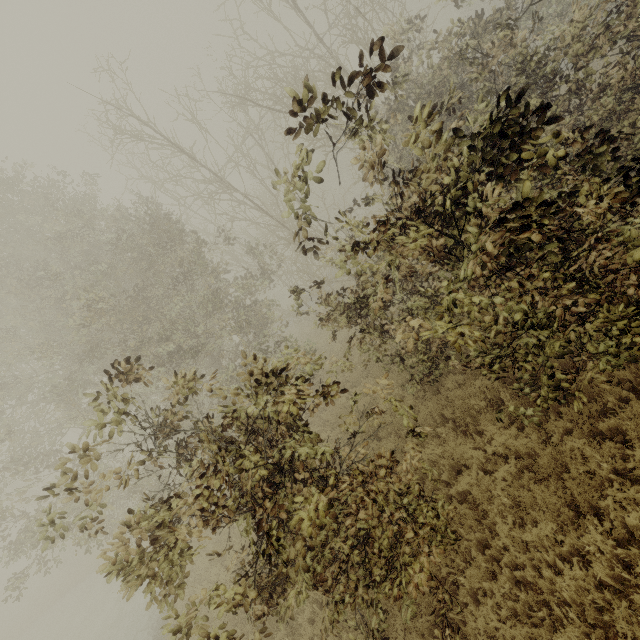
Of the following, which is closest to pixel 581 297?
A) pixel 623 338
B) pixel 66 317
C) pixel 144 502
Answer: pixel 623 338
